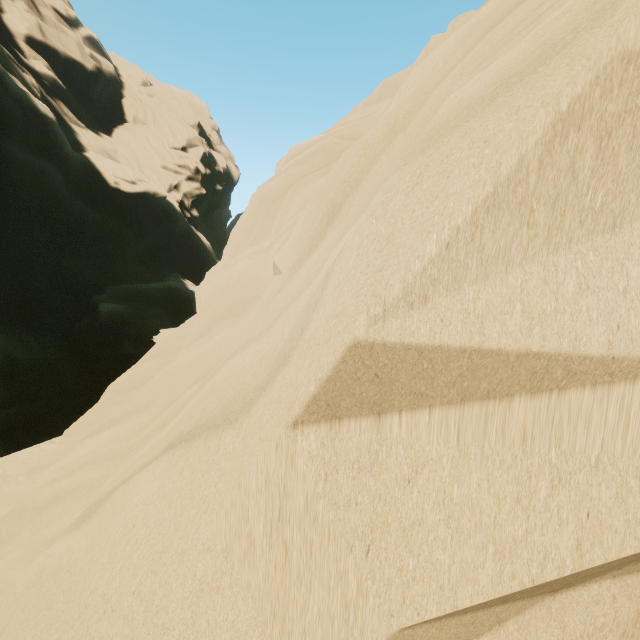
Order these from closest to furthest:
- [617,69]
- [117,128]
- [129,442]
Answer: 1. [617,69]
2. [129,442]
3. [117,128]
